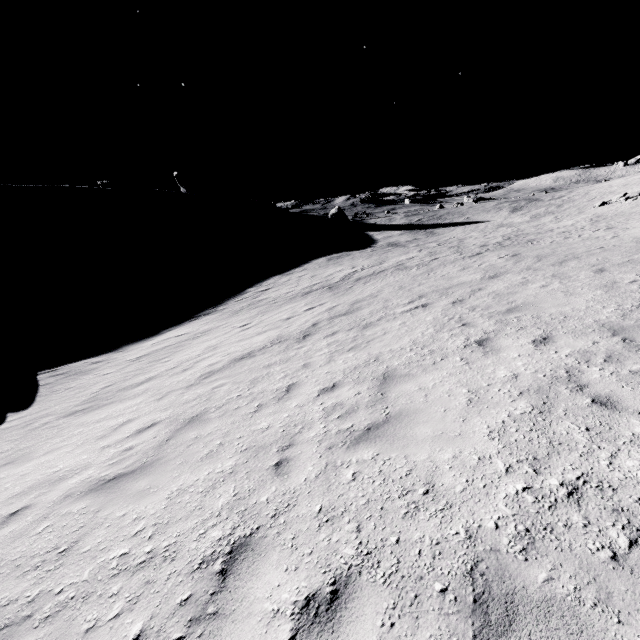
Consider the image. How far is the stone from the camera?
57.0m

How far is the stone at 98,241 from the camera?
57.0 meters

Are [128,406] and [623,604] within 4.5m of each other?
no
